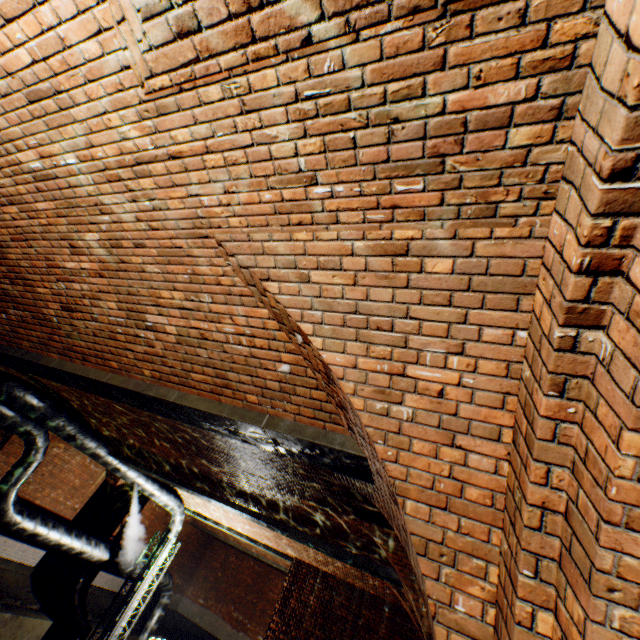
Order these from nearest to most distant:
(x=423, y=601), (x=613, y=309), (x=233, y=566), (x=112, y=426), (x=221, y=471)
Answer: (x=613, y=309), (x=423, y=601), (x=221, y=471), (x=112, y=426), (x=233, y=566)

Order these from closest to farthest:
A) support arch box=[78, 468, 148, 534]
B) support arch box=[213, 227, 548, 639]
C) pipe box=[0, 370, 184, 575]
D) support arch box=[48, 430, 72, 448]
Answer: support arch box=[213, 227, 548, 639] < pipe box=[0, 370, 184, 575] < support arch box=[48, 430, 72, 448] < support arch box=[78, 468, 148, 534]

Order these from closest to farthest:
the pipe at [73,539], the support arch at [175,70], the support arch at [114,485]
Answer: the support arch at [175,70], the pipe at [73,539], the support arch at [114,485]

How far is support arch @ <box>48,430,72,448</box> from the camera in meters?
11.3

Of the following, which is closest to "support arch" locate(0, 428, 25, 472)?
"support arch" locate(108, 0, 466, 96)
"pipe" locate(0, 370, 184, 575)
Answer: "pipe" locate(0, 370, 184, 575)

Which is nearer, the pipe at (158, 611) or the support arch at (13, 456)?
the support arch at (13, 456)

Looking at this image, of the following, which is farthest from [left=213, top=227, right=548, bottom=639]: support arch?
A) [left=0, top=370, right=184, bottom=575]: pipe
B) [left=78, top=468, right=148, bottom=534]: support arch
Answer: [left=78, top=468, right=148, bottom=534]: support arch

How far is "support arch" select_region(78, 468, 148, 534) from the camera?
13.6m
